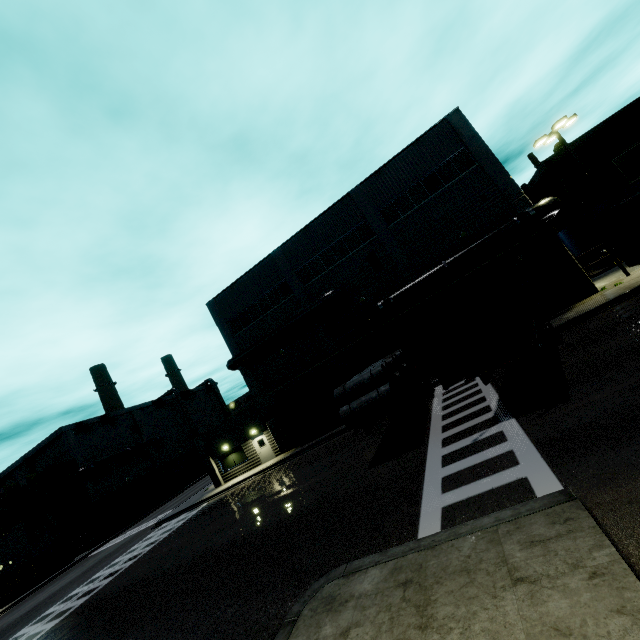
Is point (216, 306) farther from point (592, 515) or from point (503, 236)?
point (592, 515)

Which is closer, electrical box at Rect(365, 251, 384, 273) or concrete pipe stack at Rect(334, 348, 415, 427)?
concrete pipe stack at Rect(334, 348, 415, 427)

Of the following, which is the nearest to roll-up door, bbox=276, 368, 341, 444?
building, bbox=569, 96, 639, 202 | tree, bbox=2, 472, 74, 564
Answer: building, bbox=569, 96, 639, 202

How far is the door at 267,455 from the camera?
27.5m

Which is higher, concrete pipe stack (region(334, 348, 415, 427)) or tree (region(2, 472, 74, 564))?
tree (region(2, 472, 74, 564))

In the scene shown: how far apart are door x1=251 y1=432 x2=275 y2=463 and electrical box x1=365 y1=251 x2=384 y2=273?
16.3m

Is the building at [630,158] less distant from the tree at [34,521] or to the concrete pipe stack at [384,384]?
the tree at [34,521]

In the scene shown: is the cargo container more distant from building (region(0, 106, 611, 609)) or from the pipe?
the pipe
